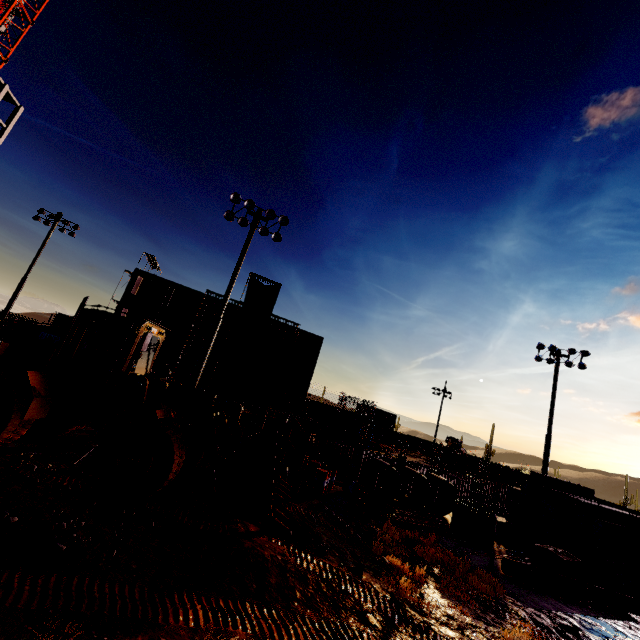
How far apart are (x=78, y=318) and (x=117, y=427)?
3.7 meters

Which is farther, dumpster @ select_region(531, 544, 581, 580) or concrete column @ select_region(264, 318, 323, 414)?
concrete column @ select_region(264, 318, 323, 414)

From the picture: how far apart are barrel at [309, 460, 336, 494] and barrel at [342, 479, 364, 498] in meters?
1.1 m

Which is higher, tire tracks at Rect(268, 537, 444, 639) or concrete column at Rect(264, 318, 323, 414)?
concrete column at Rect(264, 318, 323, 414)

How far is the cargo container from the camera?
49.5 meters

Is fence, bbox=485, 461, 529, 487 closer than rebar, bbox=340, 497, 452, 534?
No

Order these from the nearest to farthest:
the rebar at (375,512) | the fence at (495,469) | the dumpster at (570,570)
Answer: the dumpster at (570,570), the rebar at (375,512), the fence at (495,469)

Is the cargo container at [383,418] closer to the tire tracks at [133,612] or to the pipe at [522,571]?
the pipe at [522,571]
